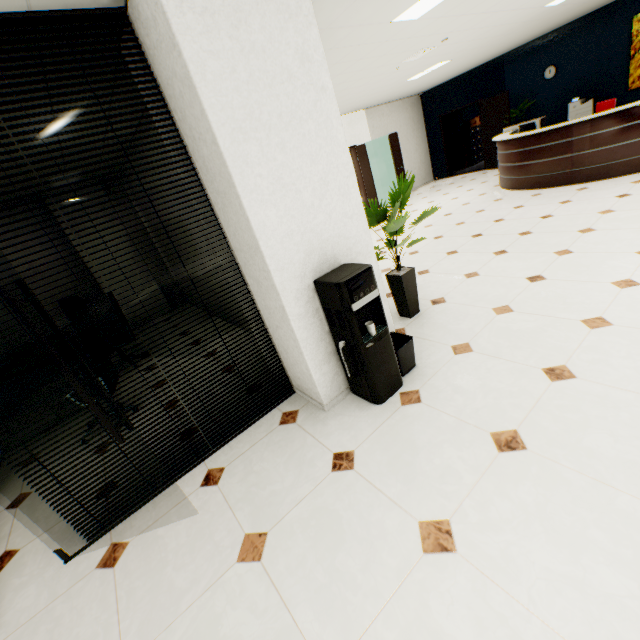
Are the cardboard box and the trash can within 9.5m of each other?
no

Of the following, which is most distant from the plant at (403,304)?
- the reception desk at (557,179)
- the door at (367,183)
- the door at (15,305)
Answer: the door at (367,183)

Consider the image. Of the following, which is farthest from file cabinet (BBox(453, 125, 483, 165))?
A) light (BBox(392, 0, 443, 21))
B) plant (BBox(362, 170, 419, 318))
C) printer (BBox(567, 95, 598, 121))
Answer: plant (BBox(362, 170, 419, 318))

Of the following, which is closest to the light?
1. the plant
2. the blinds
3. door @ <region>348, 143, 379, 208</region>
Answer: the plant

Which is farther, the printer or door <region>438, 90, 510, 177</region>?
door <region>438, 90, 510, 177</region>

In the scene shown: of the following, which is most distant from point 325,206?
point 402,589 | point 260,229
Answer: point 402,589

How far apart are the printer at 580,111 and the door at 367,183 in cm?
530

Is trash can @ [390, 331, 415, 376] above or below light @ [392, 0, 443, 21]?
below
